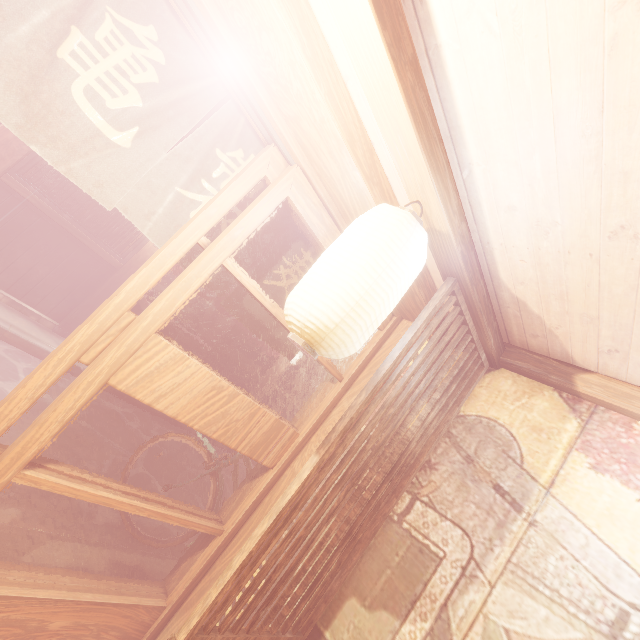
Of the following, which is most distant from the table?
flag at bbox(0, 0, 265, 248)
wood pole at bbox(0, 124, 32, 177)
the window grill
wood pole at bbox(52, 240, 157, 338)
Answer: flag at bbox(0, 0, 265, 248)

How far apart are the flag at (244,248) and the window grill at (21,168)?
8.49m

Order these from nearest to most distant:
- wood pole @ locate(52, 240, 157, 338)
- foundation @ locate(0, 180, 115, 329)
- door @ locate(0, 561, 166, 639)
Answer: door @ locate(0, 561, 166, 639)
foundation @ locate(0, 180, 115, 329)
wood pole @ locate(52, 240, 157, 338)

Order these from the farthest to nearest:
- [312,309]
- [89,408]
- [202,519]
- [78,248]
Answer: [78,248] < [89,408] < [202,519] < [312,309]

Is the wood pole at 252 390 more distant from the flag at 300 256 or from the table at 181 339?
the flag at 300 256

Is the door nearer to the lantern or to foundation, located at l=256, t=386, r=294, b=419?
the lantern

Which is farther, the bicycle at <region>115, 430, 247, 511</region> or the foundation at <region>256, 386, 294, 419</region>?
the foundation at <region>256, 386, 294, 419</region>

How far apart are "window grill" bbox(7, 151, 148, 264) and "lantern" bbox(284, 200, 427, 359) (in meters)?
10.35
